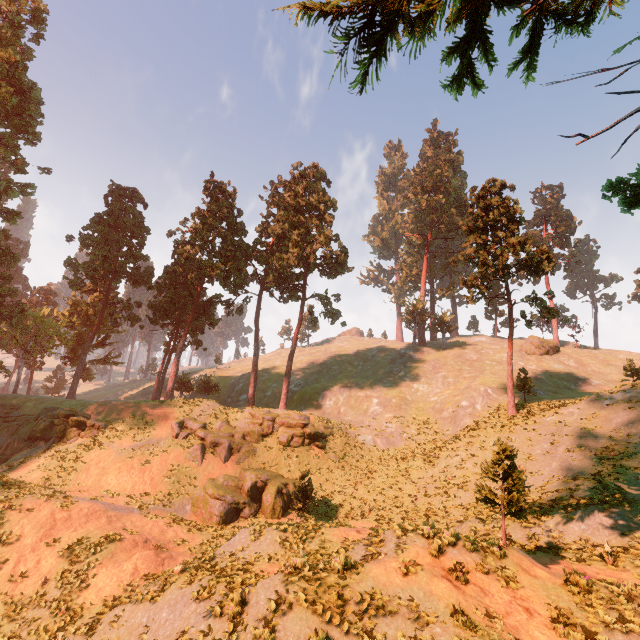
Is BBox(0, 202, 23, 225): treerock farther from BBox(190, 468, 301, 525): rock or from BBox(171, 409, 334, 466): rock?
BBox(190, 468, 301, 525): rock

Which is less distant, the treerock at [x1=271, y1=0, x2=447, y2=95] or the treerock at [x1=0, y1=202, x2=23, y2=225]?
the treerock at [x1=271, y1=0, x2=447, y2=95]

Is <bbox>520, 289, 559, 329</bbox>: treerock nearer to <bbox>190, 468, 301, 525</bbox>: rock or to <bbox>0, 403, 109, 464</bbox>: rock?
<bbox>0, 403, 109, 464</bbox>: rock

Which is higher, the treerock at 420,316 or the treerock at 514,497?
the treerock at 420,316

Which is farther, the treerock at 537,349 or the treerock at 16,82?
the treerock at 537,349

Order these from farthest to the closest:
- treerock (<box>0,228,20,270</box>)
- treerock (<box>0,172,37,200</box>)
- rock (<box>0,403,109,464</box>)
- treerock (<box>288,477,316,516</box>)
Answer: treerock (<box>0,228,20,270</box>) < treerock (<box>0,172,37,200</box>) < rock (<box>0,403,109,464</box>) < treerock (<box>288,477,316,516</box>)

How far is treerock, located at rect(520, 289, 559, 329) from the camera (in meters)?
29.44

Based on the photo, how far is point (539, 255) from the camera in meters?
29.0
